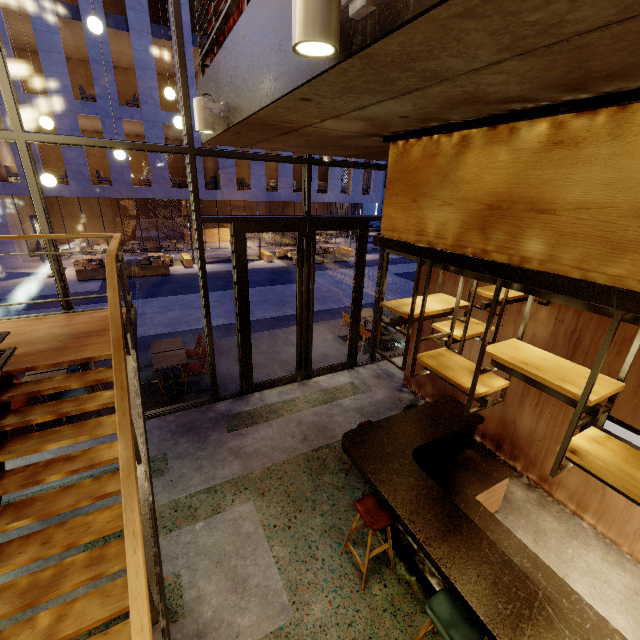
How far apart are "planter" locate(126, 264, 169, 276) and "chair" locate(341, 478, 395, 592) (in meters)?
16.69

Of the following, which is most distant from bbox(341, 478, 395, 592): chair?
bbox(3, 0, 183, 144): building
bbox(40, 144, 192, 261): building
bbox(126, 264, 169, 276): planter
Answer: bbox(40, 144, 192, 261): building

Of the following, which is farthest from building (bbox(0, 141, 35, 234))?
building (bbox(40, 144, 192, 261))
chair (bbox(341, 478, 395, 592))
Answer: chair (bbox(341, 478, 395, 592))

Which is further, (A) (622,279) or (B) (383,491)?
(B) (383,491)

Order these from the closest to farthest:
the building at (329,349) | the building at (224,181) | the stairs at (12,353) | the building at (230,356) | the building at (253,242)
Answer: the stairs at (12,353) < the building at (230,356) < the building at (329,349) < the building at (224,181) < the building at (253,242)

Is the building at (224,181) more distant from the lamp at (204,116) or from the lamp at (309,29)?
the lamp at (309,29)

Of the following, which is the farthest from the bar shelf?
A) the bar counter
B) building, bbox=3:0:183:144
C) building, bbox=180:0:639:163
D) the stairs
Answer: building, bbox=3:0:183:144

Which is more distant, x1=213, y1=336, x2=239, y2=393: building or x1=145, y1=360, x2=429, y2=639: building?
x1=213, y1=336, x2=239, y2=393: building
